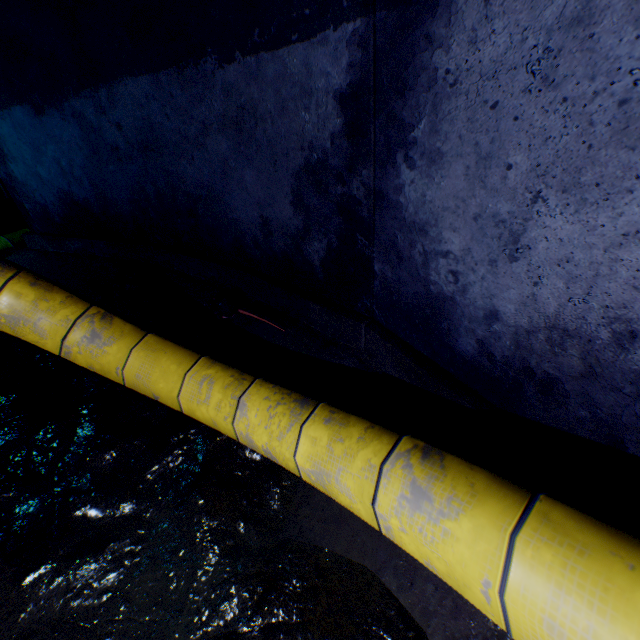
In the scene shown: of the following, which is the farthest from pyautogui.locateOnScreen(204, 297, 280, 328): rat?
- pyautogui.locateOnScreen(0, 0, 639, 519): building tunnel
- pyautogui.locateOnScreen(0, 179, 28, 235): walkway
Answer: pyautogui.locateOnScreen(0, 179, 28, 235): walkway

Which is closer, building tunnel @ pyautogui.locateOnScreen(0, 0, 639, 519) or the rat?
building tunnel @ pyautogui.locateOnScreen(0, 0, 639, 519)

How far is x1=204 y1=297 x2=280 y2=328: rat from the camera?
2.7m

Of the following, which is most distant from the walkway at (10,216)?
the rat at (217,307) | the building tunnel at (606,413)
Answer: the rat at (217,307)

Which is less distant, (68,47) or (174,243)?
(68,47)

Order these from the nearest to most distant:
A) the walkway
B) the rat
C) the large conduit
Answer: the large conduit
the rat
the walkway

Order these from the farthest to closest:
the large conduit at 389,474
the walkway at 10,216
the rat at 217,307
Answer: the walkway at 10,216, the rat at 217,307, the large conduit at 389,474

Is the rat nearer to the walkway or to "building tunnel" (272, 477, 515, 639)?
"building tunnel" (272, 477, 515, 639)
